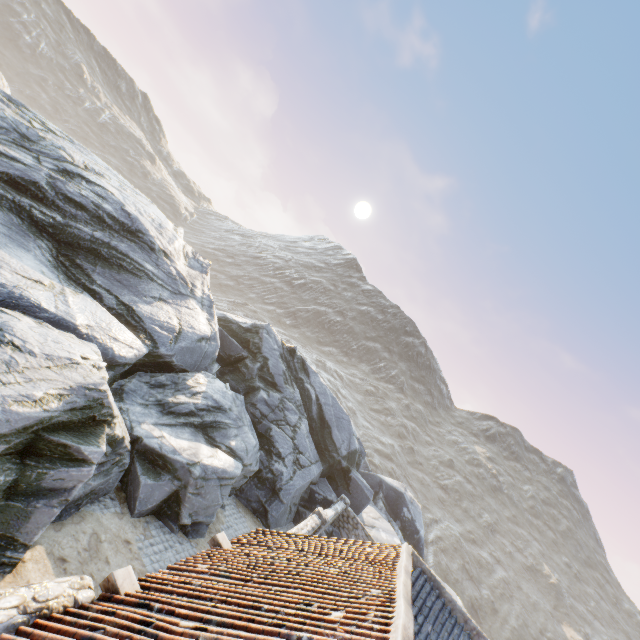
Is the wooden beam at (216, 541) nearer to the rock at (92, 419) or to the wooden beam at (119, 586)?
the wooden beam at (119, 586)

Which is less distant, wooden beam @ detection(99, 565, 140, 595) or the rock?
wooden beam @ detection(99, 565, 140, 595)

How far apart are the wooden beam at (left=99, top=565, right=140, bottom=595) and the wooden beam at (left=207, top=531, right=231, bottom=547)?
2.55m

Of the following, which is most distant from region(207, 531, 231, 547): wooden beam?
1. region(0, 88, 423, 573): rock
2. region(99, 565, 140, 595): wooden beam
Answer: region(0, 88, 423, 573): rock

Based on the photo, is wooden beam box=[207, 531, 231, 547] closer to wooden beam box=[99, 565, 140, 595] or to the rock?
wooden beam box=[99, 565, 140, 595]

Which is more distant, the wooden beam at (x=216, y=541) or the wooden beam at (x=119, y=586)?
the wooden beam at (x=216, y=541)

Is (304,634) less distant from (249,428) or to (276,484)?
(249,428)

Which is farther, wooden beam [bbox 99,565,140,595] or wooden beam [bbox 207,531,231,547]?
wooden beam [bbox 207,531,231,547]
